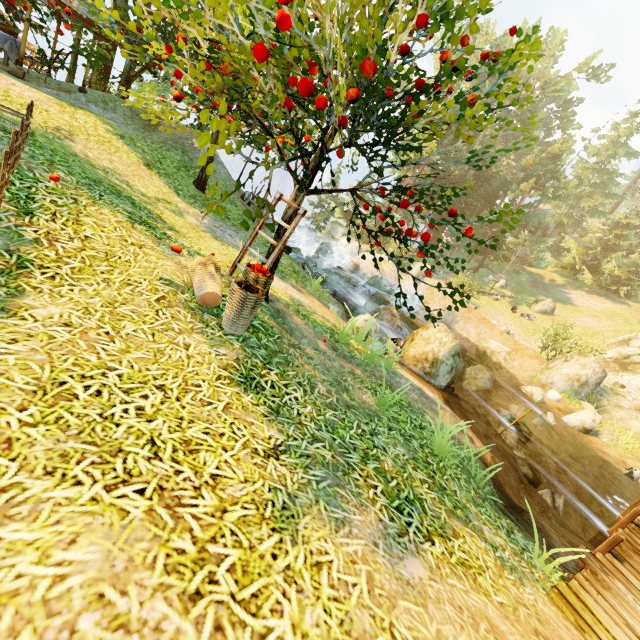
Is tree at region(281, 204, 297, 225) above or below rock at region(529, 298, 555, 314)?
below

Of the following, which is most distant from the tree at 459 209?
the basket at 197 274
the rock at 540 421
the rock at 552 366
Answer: the rock at 540 421

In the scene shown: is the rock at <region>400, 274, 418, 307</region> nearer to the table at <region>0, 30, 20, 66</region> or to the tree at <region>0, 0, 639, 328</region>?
the tree at <region>0, 0, 639, 328</region>

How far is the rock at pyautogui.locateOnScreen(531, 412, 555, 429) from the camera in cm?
1312

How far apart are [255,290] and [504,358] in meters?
19.6 m

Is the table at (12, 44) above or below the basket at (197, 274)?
above

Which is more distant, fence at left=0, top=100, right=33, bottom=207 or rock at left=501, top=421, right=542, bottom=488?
rock at left=501, top=421, right=542, bottom=488

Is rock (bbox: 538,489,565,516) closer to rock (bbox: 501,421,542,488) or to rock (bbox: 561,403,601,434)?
rock (bbox: 501,421,542,488)
